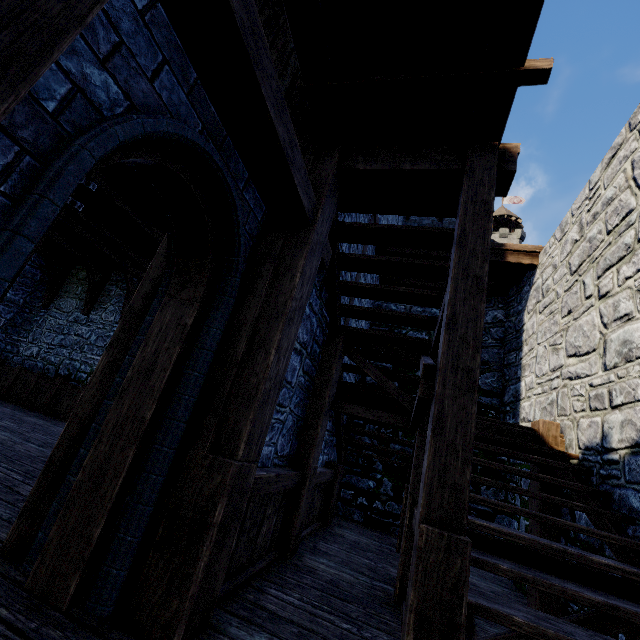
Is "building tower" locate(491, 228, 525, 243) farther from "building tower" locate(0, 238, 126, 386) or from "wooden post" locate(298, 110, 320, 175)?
"wooden post" locate(298, 110, 320, 175)

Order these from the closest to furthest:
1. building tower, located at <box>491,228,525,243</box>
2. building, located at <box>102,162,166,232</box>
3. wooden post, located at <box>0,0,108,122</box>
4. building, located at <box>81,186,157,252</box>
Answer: wooden post, located at <box>0,0,108,122</box>
building, located at <box>102,162,166,232</box>
building, located at <box>81,186,157,252</box>
building tower, located at <box>491,228,525,243</box>

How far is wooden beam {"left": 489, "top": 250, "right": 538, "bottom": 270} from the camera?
6.64m

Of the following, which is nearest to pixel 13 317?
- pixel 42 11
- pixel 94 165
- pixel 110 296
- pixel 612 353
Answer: pixel 110 296

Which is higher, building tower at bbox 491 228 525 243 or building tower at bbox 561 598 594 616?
building tower at bbox 491 228 525 243

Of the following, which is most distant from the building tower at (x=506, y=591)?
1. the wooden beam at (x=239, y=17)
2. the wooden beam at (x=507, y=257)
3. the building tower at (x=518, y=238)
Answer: the building tower at (x=518, y=238)

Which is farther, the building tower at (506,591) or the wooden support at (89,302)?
the wooden support at (89,302)

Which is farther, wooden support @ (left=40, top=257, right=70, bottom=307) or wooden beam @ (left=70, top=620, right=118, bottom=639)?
wooden support @ (left=40, top=257, right=70, bottom=307)
